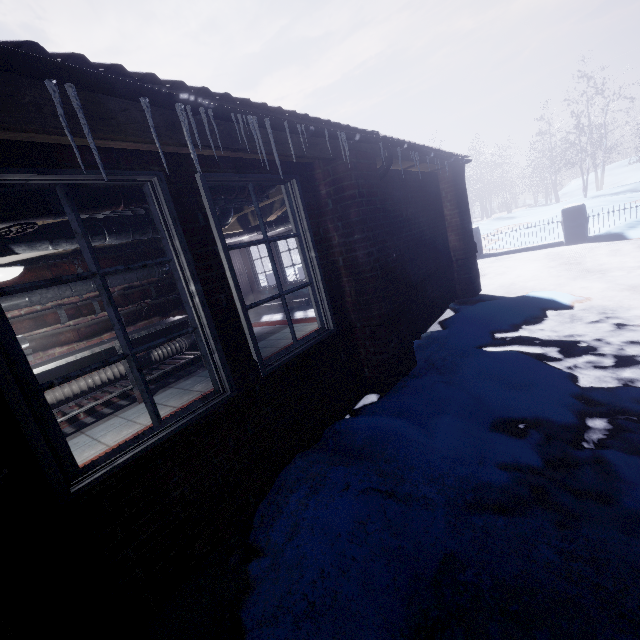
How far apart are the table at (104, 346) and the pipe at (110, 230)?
0.96m

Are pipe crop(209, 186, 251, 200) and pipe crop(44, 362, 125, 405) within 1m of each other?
no

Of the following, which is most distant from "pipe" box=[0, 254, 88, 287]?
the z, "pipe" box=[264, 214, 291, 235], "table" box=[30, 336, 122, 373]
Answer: "pipe" box=[264, 214, 291, 235]

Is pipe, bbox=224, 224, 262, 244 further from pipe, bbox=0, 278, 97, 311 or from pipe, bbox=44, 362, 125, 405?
pipe, bbox=44, 362, 125, 405

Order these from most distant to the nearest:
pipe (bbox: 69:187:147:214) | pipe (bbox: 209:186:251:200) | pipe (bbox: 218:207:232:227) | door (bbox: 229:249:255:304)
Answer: door (bbox: 229:249:255:304) < pipe (bbox: 218:207:232:227) < pipe (bbox: 209:186:251:200) < pipe (bbox: 69:187:147:214)

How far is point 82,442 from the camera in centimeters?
335cm

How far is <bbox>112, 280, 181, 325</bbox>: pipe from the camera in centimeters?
427cm

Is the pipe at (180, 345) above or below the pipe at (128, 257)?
below
